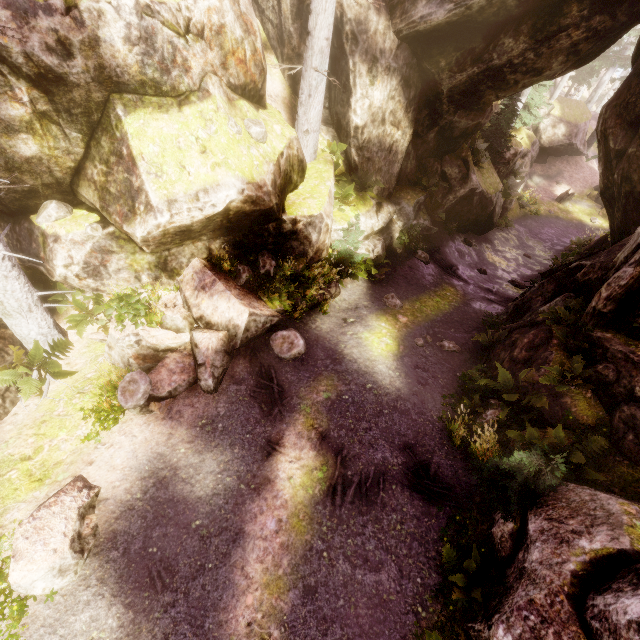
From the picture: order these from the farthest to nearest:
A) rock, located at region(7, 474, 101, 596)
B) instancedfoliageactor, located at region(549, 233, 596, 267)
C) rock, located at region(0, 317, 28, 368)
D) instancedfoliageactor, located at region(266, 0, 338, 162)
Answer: instancedfoliageactor, located at region(549, 233, 596, 267)
instancedfoliageactor, located at region(266, 0, 338, 162)
rock, located at region(0, 317, 28, 368)
rock, located at region(7, 474, 101, 596)

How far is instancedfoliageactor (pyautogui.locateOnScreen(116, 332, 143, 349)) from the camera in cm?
806

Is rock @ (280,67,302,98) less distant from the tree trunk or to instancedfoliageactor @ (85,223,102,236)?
instancedfoliageactor @ (85,223,102,236)

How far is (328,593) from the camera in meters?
5.8

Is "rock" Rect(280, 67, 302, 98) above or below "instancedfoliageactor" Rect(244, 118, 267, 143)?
above

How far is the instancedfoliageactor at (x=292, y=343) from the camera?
9.0 meters
